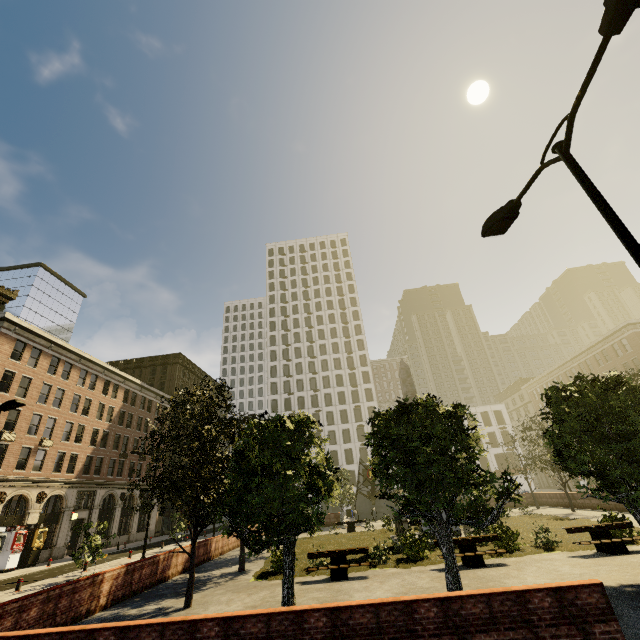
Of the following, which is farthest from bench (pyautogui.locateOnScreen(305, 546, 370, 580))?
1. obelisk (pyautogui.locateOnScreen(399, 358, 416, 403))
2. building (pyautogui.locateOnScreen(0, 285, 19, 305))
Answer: building (pyautogui.locateOnScreen(0, 285, 19, 305))

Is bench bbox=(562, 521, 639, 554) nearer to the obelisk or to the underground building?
the obelisk

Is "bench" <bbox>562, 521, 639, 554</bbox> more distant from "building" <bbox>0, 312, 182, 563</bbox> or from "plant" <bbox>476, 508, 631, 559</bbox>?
"building" <bbox>0, 312, 182, 563</bbox>

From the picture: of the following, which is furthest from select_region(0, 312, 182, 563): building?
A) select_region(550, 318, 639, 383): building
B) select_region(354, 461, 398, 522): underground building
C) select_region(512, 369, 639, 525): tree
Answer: select_region(550, 318, 639, 383): building

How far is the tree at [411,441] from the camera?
9.6m

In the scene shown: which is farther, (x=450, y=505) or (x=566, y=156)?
(x=450, y=505)

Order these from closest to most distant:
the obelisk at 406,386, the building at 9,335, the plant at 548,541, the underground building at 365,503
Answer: the plant at 548,541, the obelisk at 406,386, the building at 9,335, the underground building at 365,503

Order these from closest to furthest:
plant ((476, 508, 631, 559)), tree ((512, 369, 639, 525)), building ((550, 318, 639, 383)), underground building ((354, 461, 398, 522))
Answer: tree ((512, 369, 639, 525))
plant ((476, 508, 631, 559))
underground building ((354, 461, 398, 522))
building ((550, 318, 639, 383))
